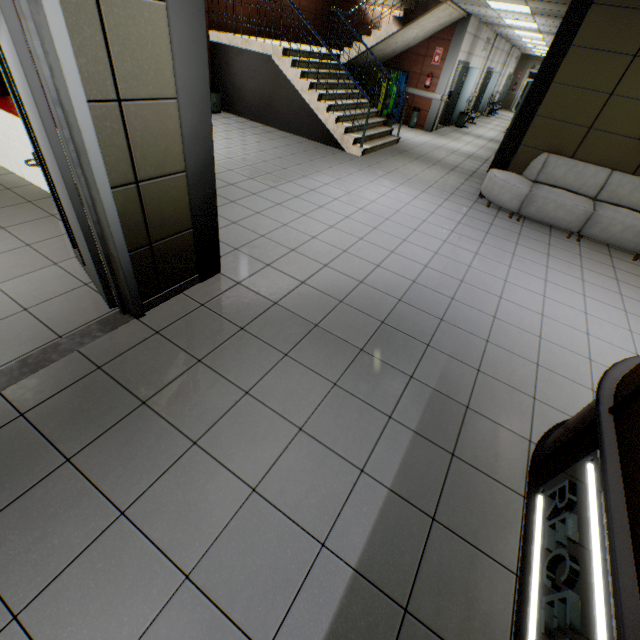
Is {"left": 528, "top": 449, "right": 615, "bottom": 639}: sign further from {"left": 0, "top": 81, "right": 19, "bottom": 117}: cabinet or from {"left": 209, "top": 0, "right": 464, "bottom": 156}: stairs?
{"left": 209, "top": 0, "right": 464, "bottom": 156}: stairs

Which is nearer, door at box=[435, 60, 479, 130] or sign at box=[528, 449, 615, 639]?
sign at box=[528, 449, 615, 639]

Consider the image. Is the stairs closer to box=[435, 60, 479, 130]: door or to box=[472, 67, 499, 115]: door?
box=[435, 60, 479, 130]: door

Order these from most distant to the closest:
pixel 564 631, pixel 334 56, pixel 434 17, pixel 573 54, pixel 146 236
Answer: pixel 434 17 < pixel 334 56 < pixel 573 54 < pixel 146 236 < pixel 564 631

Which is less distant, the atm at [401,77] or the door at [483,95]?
the atm at [401,77]

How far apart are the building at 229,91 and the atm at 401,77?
4.9m

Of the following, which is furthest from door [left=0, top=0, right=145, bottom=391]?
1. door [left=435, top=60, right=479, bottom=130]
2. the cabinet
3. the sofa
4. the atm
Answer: door [left=435, top=60, right=479, bottom=130]

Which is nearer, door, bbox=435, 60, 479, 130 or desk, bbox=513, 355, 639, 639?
desk, bbox=513, 355, 639, 639
